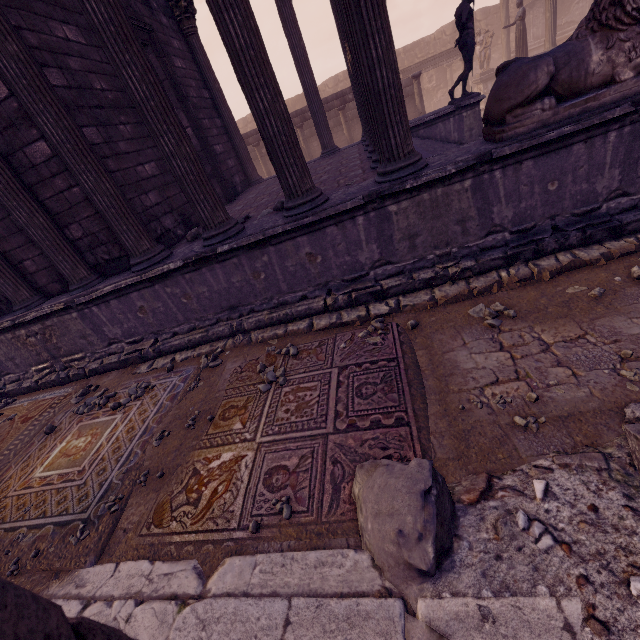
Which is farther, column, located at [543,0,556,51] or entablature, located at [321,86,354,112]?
entablature, located at [321,86,354,112]

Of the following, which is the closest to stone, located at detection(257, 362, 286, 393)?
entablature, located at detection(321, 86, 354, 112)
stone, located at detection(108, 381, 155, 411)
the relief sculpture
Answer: stone, located at detection(108, 381, 155, 411)

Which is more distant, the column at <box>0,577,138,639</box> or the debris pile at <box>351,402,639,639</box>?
the debris pile at <box>351,402,639,639</box>

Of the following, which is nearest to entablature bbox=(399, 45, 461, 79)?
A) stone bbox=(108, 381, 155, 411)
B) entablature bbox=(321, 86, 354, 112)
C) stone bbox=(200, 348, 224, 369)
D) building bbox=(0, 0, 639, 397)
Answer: entablature bbox=(321, 86, 354, 112)

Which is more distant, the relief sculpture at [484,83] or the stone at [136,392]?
the relief sculpture at [484,83]

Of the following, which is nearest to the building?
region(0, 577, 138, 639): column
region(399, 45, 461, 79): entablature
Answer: region(0, 577, 138, 639): column

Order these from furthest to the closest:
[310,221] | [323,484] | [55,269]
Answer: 1. [55,269]
2. [310,221]
3. [323,484]

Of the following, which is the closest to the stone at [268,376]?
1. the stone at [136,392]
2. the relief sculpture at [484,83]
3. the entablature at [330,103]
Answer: the stone at [136,392]
